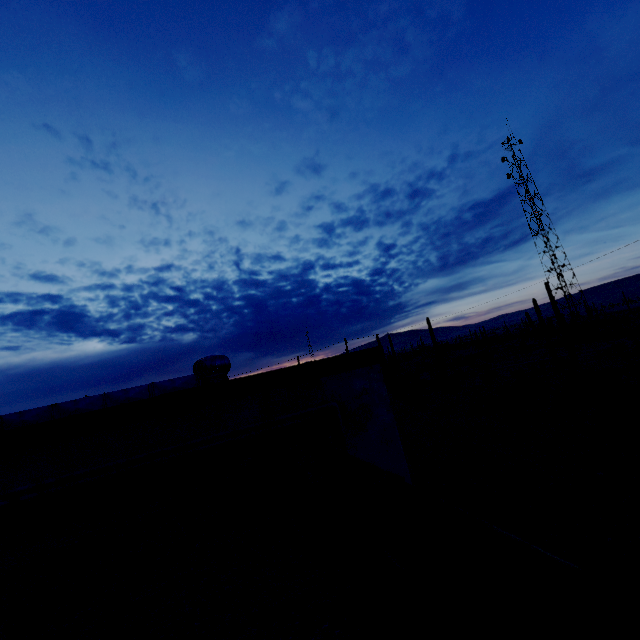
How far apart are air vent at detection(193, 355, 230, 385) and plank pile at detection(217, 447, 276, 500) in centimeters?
166cm

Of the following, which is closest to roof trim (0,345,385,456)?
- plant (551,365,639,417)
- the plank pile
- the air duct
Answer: the plank pile

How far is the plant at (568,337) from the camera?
34.84m

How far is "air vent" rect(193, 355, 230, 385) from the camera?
5.2 meters

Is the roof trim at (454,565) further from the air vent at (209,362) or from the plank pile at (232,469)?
the air vent at (209,362)

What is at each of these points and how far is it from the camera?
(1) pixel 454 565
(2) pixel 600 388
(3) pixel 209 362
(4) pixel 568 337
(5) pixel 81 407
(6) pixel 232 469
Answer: (1) roof trim, 0.8 meters
(2) plant, 20.4 meters
(3) air vent, 5.2 meters
(4) plant, 36.1 meters
(5) air duct, 7.1 meters
(6) plank pile, 3.1 meters

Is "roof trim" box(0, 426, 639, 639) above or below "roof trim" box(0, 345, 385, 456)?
below

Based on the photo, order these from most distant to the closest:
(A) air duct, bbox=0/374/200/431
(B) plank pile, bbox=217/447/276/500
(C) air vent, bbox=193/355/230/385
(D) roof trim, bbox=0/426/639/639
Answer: (A) air duct, bbox=0/374/200/431, (C) air vent, bbox=193/355/230/385, (B) plank pile, bbox=217/447/276/500, (D) roof trim, bbox=0/426/639/639
